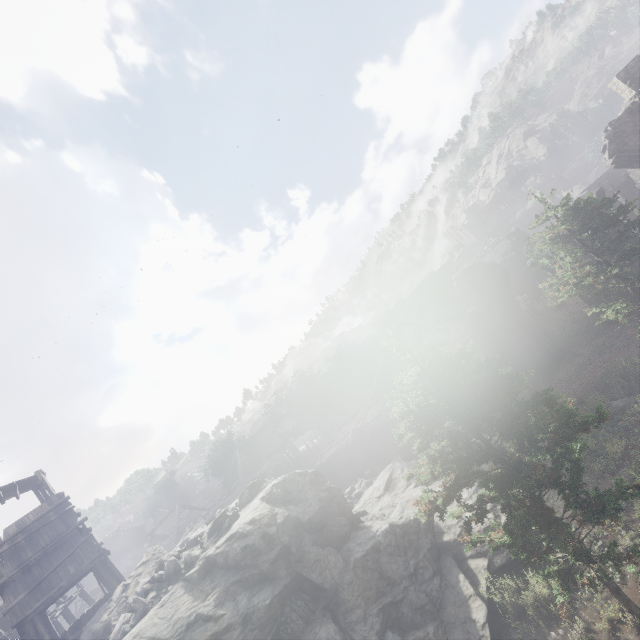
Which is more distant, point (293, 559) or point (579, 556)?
point (293, 559)

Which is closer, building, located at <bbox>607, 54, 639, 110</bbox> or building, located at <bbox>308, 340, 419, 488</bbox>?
building, located at <bbox>607, 54, 639, 110</bbox>

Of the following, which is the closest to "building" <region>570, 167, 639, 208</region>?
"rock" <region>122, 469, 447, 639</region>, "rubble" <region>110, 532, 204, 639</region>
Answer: "rock" <region>122, 469, 447, 639</region>

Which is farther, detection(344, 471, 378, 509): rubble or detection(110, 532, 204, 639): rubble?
detection(344, 471, 378, 509): rubble

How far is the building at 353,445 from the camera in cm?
Answer: 2286

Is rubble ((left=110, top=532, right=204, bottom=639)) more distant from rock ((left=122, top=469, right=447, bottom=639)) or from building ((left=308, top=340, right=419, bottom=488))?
building ((left=308, top=340, right=419, bottom=488))

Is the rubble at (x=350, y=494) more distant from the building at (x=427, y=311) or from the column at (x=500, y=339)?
the column at (x=500, y=339)
